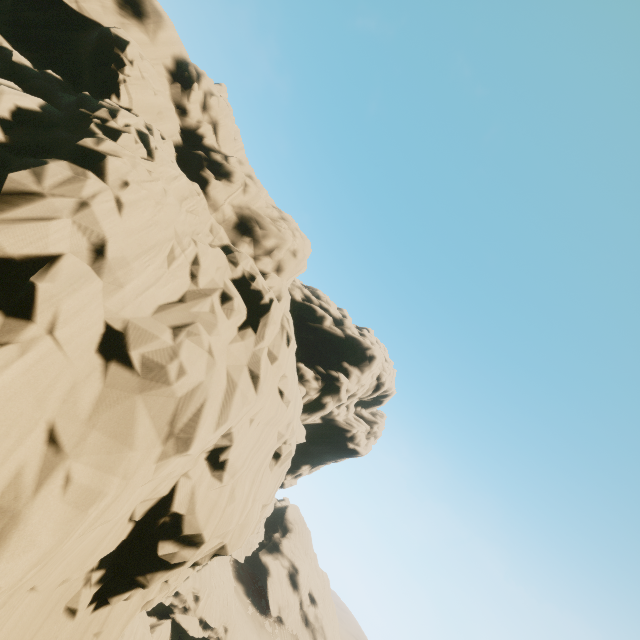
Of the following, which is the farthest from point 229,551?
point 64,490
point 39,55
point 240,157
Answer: point 240,157
